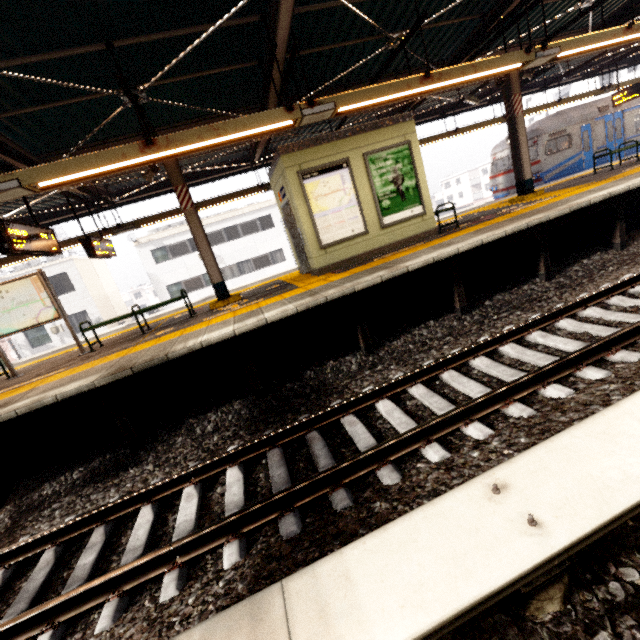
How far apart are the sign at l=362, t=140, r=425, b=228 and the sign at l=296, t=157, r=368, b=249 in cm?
30

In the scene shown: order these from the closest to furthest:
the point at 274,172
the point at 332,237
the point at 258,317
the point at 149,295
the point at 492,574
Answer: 1. the point at 492,574
2. the point at 258,317
3. the point at 332,237
4. the point at 274,172
5. the point at 149,295

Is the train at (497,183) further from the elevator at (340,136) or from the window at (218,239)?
the window at (218,239)

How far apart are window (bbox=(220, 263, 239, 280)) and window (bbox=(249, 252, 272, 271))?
1.1 meters

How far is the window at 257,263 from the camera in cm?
2778

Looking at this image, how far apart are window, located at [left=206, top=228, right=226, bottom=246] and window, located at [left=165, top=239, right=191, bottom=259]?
1.05m

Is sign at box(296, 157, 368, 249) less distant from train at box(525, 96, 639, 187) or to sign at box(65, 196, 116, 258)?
sign at box(65, 196, 116, 258)

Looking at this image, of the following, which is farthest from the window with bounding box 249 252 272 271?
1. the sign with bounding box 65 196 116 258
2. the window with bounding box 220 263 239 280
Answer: the sign with bounding box 65 196 116 258
